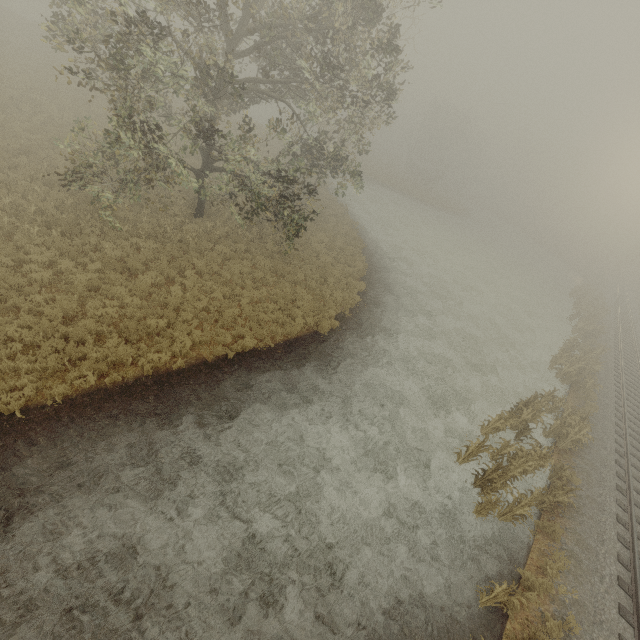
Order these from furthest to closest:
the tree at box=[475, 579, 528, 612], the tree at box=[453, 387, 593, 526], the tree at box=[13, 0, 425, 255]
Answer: the tree at box=[453, 387, 593, 526], the tree at box=[13, 0, 425, 255], the tree at box=[475, 579, 528, 612]

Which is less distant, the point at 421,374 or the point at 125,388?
the point at 125,388

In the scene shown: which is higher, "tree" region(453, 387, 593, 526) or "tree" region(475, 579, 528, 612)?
"tree" region(475, 579, 528, 612)

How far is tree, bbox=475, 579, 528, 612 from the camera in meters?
7.9 m

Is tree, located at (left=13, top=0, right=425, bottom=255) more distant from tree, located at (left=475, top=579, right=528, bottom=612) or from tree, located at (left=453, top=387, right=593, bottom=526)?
tree, located at (left=475, top=579, right=528, bottom=612)

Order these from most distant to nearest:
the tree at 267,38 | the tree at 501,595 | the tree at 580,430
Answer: the tree at 580,430, the tree at 267,38, the tree at 501,595

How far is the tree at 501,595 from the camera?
7.9m

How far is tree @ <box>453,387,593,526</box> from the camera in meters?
10.6 m
